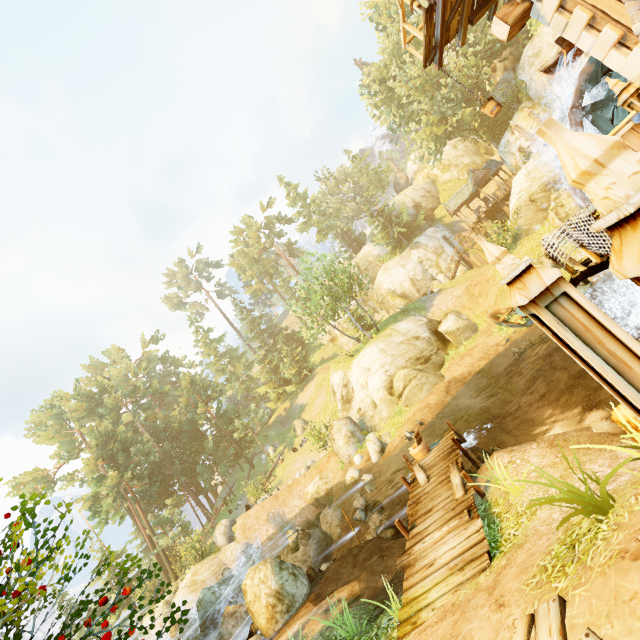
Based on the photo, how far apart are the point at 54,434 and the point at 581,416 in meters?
49.1

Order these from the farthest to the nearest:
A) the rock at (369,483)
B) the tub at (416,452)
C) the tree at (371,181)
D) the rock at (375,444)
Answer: the tree at (371,181), the rock at (375,444), the rock at (369,483), the tub at (416,452)

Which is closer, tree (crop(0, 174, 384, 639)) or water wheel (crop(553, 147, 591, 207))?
tree (crop(0, 174, 384, 639))

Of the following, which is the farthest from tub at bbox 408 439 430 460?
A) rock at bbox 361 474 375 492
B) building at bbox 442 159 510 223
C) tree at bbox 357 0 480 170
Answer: building at bbox 442 159 510 223

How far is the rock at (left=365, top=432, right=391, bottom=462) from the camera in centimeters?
1786cm

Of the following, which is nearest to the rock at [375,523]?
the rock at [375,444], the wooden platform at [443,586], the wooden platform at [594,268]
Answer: the wooden platform at [443,586]

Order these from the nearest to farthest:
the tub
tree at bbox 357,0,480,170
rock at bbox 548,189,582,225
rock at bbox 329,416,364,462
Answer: the tub, rock at bbox 548,189,582,225, rock at bbox 329,416,364,462, tree at bbox 357,0,480,170

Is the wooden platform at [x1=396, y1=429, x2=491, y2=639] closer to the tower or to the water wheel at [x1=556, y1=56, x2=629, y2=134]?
the water wheel at [x1=556, y1=56, x2=629, y2=134]
